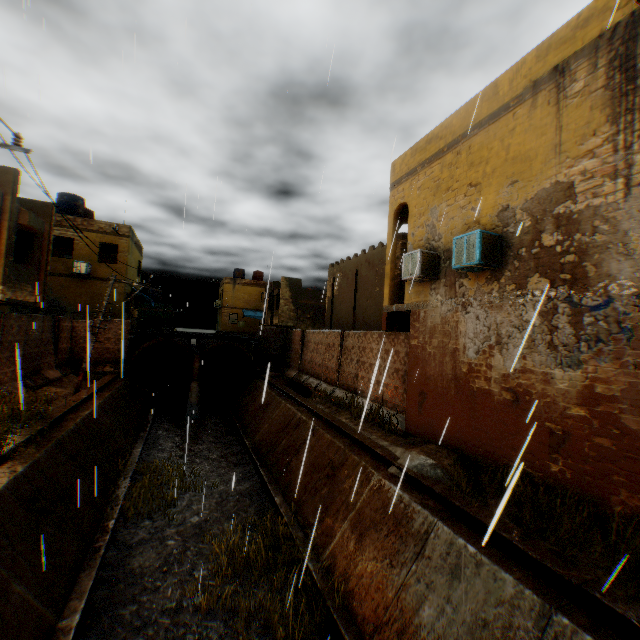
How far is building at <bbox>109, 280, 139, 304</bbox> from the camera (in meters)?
22.06

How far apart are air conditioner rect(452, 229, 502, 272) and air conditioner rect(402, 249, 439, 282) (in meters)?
1.20

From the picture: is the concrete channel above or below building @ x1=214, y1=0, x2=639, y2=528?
below

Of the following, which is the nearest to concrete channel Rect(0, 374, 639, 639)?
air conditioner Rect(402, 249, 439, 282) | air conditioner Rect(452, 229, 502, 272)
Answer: air conditioner Rect(452, 229, 502, 272)

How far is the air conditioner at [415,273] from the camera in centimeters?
938cm

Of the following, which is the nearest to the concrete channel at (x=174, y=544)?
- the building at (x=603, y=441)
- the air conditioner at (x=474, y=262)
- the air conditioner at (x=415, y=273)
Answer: the building at (x=603, y=441)

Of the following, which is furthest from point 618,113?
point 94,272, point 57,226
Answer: point 57,226
